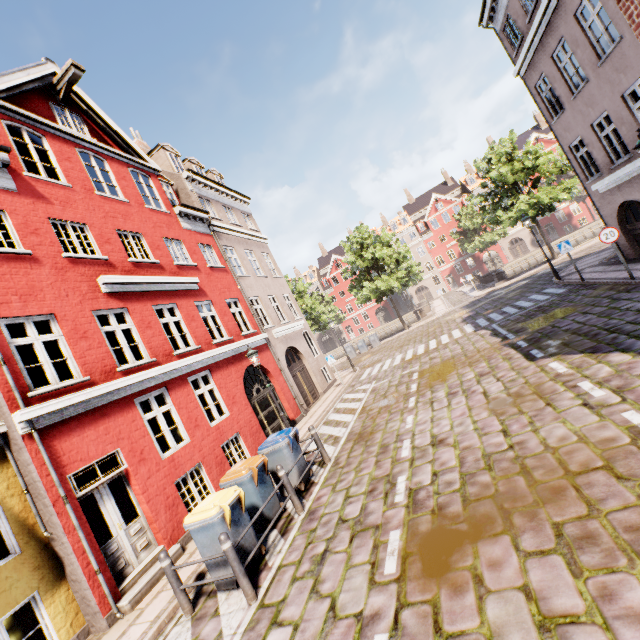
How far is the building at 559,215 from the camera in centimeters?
4806cm

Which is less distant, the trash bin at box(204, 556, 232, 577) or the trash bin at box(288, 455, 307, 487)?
the trash bin at box(204, 556, 232, 577)

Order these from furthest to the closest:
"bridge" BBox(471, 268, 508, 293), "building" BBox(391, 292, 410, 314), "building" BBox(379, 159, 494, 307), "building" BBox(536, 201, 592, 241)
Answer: "building" BBox(391, 292, 410, 314) → "building" BBox(379, 159, 494, 307) → "building" BBox(536, 201, 592, 241) → "bridge" BBox(471, 268, 508, 293)

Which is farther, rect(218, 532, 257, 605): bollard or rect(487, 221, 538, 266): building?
rect(487, 221, 538, 266): building

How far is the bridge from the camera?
27.8 meters

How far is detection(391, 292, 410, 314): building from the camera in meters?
57.6 m

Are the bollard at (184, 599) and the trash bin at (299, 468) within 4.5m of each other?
yes

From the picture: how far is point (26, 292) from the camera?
7.4m
